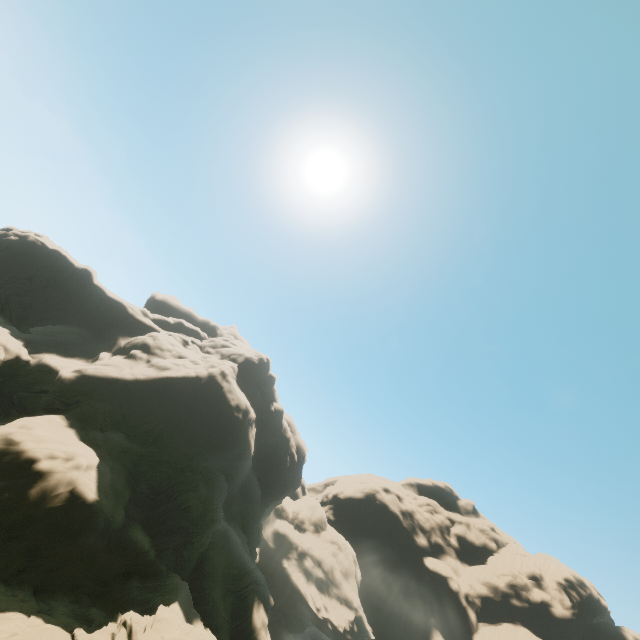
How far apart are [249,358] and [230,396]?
12.4m
